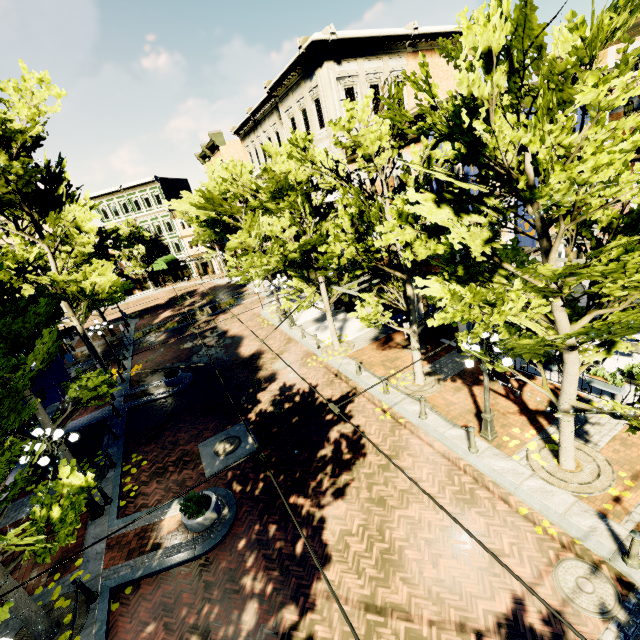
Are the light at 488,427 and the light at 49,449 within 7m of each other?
no

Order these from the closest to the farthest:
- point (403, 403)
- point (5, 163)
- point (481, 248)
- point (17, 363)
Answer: point (481, 248), point (17, 363), point (403, 403), point (5, 163)

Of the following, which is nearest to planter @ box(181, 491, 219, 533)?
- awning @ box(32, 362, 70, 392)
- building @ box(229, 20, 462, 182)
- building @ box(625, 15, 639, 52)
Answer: awning @ box(32, 362, 70, 392)

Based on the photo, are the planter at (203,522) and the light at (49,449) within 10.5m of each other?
yes

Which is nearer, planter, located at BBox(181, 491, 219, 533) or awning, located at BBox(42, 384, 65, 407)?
planter, located at BBox(181, 491, 219, 533)

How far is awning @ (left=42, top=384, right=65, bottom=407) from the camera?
12.27m

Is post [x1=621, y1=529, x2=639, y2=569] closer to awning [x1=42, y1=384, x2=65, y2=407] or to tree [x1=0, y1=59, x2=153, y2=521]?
tree [x1=0, y1=59, x2=153, y2=521]

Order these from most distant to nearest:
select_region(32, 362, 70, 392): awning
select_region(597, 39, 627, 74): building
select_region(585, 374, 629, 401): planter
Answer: select_region(597, 39, 627, 74): building < select_region(32, 362, 70, 392): awning < select_region(585, 374, 629, 401): planter
